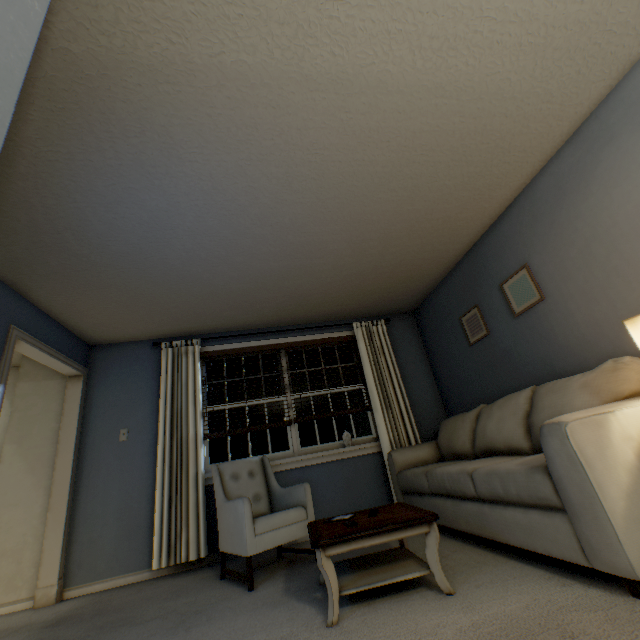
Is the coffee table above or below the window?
below

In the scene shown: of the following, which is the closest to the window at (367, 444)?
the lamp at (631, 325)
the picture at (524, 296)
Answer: the picture at (524, 296)

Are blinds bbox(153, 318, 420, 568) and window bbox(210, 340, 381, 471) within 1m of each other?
yes

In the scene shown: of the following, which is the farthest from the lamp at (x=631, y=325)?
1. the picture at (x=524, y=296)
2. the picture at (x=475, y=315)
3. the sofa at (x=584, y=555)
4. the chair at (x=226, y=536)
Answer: the chair at (x=226, y=536)

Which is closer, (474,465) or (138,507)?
(474,465)

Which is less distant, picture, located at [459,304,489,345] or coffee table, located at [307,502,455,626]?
coffee table, located at [307,502,455,626]

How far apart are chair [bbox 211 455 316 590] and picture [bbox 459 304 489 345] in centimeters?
226cm

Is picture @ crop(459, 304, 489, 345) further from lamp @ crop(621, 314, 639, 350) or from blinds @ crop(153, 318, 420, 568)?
lamp @ crop(621, 314, 639, 350)
